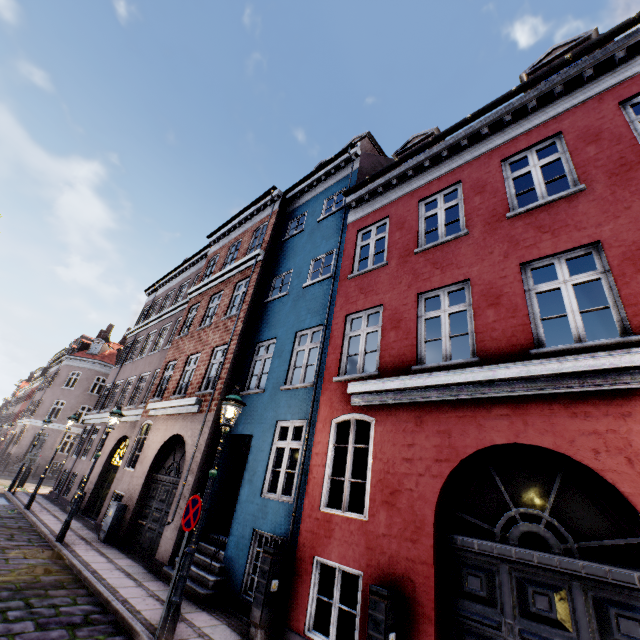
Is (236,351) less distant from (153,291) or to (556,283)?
(556,283)

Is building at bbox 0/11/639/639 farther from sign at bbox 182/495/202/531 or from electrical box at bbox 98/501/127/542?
sign at bbox 182/495/202/531

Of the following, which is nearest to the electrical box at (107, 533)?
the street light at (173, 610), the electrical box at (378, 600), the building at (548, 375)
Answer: the building at (548, 375)

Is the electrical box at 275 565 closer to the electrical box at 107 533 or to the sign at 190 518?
the sign at 190 518

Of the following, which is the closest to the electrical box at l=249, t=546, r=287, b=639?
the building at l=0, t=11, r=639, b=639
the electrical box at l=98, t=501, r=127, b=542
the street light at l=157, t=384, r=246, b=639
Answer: the building at l=0, t=11, r=639, b=639

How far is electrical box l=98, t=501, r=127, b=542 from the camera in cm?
1011

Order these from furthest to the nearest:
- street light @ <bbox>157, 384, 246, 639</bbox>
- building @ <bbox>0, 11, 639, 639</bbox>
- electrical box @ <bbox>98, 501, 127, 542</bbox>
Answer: electrical box @ <bbox>98, 501, 127, 542</bbox> < street light @ <bbox>157, 384, 246, 639</bbox> < building @ <bbox>0, 11, 639, 639</bbox>

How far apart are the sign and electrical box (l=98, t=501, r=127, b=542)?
6.8m
